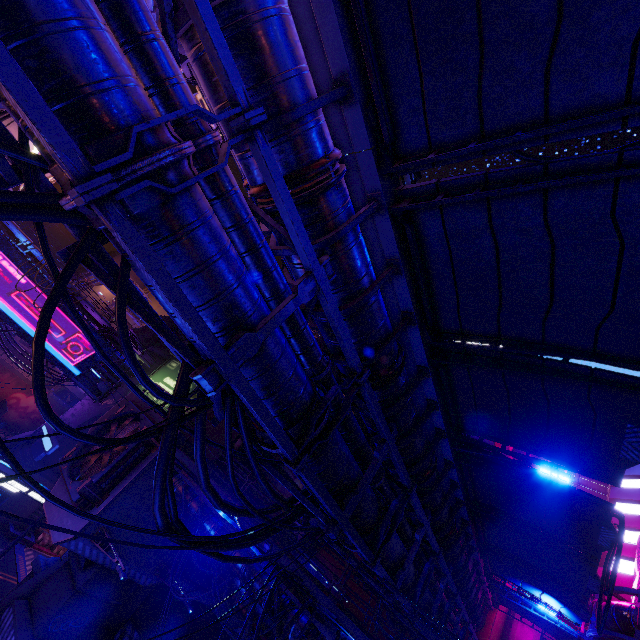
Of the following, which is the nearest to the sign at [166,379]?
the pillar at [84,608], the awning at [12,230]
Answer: the pillar at [84,608]

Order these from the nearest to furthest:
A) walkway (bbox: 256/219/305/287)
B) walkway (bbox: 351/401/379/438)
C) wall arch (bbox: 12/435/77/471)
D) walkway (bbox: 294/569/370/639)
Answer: walkway (bbox: 256/219/305/287) < walkway (bbox: 294/569/370/639) < walkway (bbox: 351/401/379/438) < wall arch (bbox: 12/435/77/471)

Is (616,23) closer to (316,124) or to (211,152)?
(316,124)

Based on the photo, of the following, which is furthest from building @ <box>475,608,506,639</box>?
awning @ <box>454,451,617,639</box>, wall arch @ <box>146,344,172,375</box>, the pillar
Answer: the pillar

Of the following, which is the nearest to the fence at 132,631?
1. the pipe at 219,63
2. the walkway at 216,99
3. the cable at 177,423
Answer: the pipe at 219,63

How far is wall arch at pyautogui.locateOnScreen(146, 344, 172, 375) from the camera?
33.2m

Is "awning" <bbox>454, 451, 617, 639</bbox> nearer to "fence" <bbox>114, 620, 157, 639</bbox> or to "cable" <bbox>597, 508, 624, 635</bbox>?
"cable" <bbox>597, 508, 624, 635</bbox>

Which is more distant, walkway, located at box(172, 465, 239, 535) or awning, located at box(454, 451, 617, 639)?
walkway, located at box(172, 465, 239, 535)
